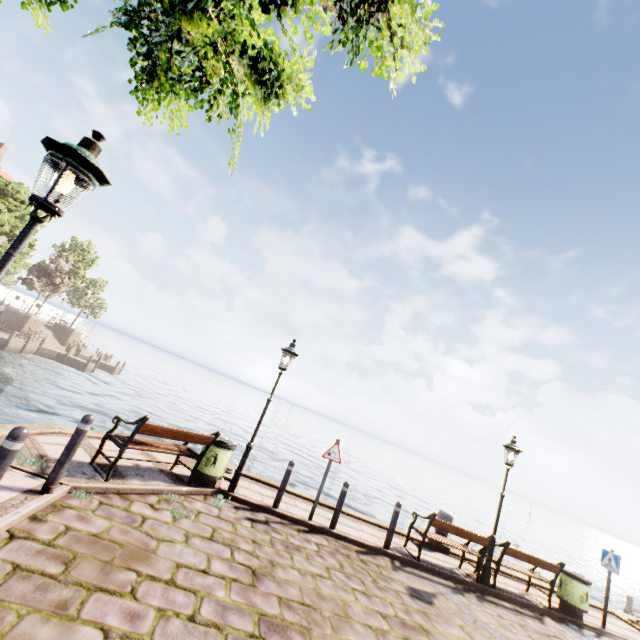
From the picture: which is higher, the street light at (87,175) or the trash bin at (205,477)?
the street light at (87,175)

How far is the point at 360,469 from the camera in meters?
45.2 m

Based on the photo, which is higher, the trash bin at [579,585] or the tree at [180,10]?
the tree at [180,10]

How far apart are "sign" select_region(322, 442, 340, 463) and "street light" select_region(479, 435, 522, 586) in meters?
4.7

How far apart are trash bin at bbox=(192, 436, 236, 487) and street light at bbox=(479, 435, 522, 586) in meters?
7.2 m

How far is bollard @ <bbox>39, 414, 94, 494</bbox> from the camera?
4.44m

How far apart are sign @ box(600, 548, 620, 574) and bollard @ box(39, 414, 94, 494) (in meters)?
13.62

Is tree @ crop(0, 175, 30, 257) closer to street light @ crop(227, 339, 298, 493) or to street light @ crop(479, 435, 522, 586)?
street light @ crop(227, 339, 298, 493)
